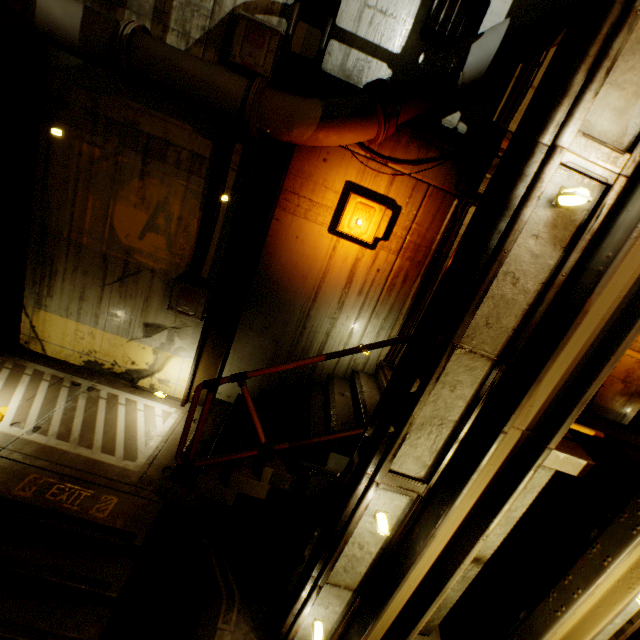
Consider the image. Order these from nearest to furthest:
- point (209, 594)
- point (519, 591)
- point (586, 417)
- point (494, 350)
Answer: point (494, 350) < point (209, 594) < point (586, 417) < point (519, 591)

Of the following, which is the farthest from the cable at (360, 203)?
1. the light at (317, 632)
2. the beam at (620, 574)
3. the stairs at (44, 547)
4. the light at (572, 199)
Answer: the light at (317, 632)

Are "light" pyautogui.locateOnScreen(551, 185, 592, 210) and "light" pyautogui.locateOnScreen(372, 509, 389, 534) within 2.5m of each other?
no

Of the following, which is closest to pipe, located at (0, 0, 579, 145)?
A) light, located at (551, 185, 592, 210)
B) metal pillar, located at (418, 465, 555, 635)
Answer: light, located at (551, 185, 592, 210)

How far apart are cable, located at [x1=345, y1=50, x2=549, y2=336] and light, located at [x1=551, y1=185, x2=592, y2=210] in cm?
224

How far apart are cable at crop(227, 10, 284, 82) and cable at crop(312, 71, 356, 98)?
0.55m

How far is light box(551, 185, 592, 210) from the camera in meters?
2.1 m

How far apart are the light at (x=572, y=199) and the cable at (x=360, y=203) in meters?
2.2 m
